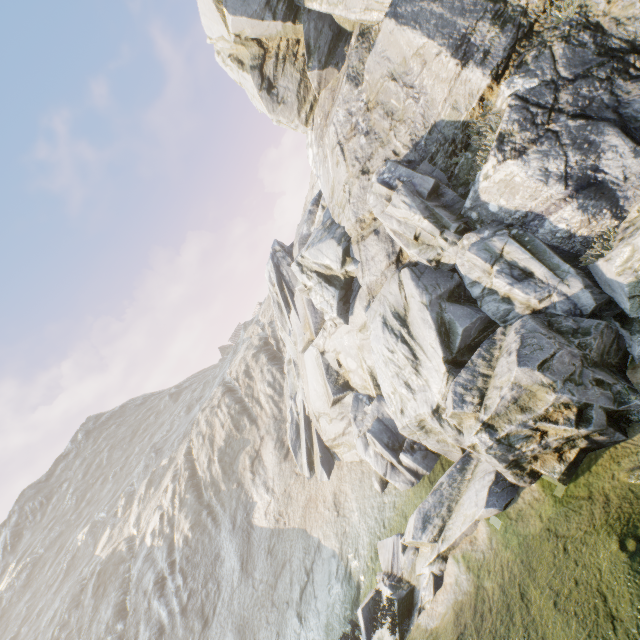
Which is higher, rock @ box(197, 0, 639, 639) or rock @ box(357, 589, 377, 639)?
rock @ box(197, 0, 639, 639)

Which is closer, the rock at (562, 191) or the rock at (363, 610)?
the rock at (562, 191)

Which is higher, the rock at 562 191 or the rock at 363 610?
the rock at 562 191

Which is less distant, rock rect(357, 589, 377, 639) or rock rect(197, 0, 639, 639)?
rock rect(197, 0, 639, 639)

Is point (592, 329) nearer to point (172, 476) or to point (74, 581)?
point (172, 476)
